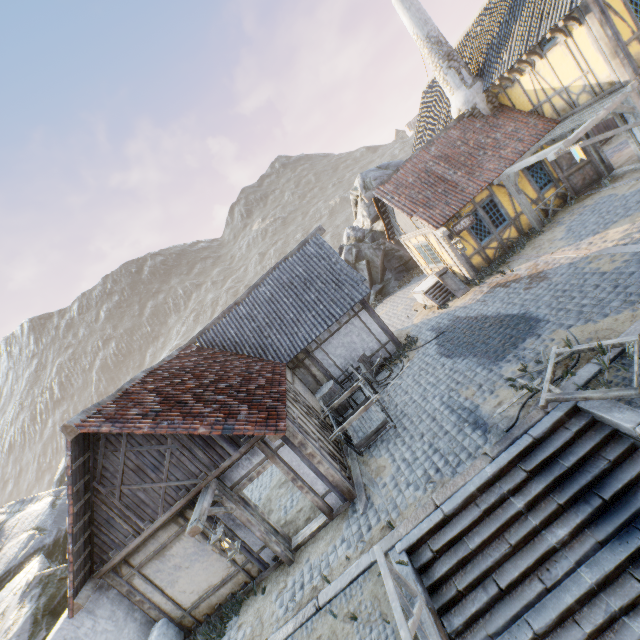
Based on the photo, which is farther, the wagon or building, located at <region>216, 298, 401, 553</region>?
the wagon

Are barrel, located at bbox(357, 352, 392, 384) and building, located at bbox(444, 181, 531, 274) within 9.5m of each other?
yes

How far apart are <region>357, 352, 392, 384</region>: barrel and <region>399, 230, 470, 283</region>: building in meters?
5.2 m

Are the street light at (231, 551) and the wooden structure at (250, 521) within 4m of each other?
yes

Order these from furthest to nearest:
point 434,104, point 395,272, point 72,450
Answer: point 395,272 → point 434,104 → point 72,450

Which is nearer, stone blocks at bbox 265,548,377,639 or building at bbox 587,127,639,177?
stone blocks at bbox 265,548,377,639

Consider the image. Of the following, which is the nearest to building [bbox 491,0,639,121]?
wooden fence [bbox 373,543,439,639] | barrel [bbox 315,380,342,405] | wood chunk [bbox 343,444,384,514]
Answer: barrel [bbox 315,380,342,405]

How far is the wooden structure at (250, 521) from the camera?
6.3m
